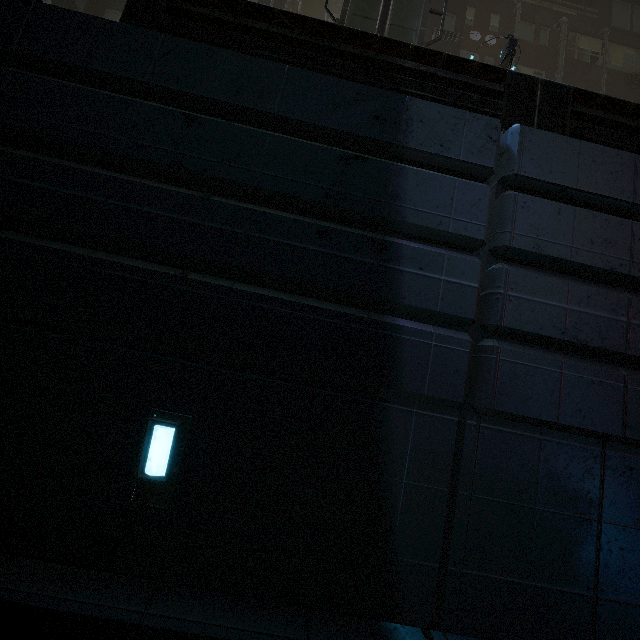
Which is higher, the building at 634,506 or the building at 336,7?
the building at 336,7

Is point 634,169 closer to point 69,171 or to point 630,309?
point 630,309

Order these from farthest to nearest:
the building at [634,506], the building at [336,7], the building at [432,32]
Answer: the building at [336,7], the building at [432,32], the building at [634,506]

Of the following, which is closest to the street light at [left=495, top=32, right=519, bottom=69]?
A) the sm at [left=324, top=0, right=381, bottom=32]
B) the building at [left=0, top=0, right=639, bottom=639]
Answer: the sm at [left=324, top=0, right=381, bottom=32]

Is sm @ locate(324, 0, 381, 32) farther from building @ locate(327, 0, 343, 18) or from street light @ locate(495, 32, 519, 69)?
building @ locate(327, 0, 343, 18)
